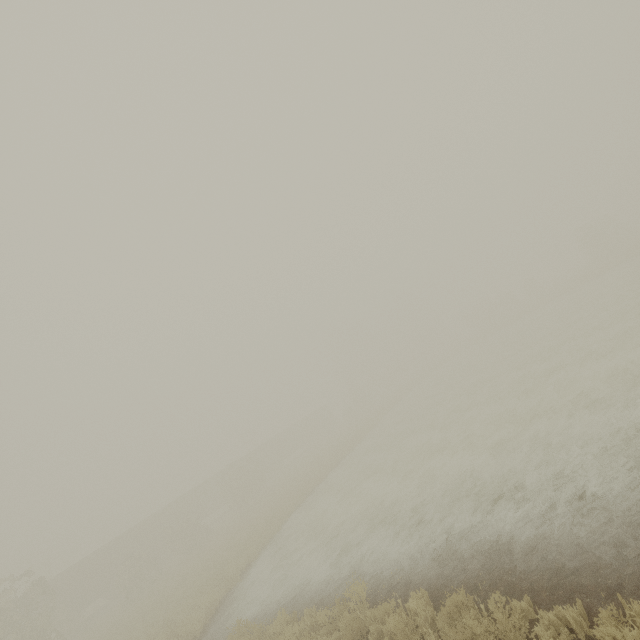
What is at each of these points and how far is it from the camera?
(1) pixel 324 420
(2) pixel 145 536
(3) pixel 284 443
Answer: (1) boxcar, 59.6 meters
(2) boxcar, 34.6 meters
(3) boxcar, 51.7 meters

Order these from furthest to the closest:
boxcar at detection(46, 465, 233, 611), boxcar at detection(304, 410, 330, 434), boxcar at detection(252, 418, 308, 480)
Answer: boxcar at detection(304, 410, 330, 434)
boxcar at detection(252, 418, 308, 480)
boxcar at detection(46, 465, 233, 611)

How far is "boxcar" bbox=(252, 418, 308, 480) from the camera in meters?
47.8

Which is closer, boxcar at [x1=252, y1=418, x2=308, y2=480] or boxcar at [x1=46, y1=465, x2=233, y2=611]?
boxcar at [x1=46, y1=465, x2=233, y2=611]

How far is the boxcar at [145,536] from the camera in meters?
29.5

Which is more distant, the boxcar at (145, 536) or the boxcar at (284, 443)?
the boxcar at (284, 443)
